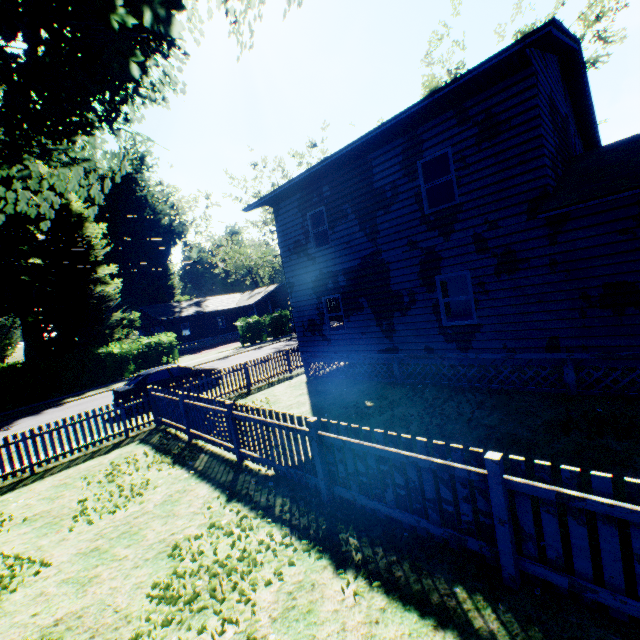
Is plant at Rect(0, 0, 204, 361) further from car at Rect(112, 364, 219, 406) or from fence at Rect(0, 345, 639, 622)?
car at Rect(112, 364, 219, 406)

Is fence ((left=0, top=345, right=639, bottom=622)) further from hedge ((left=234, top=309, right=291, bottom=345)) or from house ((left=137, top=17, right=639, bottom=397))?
hedge ((left=234, top=309, right=291, bottom=345))

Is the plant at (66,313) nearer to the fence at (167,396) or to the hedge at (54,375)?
the fence at (167,396)

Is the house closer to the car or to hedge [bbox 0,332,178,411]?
the car

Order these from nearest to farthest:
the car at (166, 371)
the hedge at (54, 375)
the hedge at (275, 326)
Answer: the car at (166, 371)
the hedge at (54, 375)
the hedge at (275, 326)

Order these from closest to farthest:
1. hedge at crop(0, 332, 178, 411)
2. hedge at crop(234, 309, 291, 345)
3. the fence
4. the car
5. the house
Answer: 1. the fence
2. the house
3. the car
4. hedge at crop(0, 332, 178, 411)
5. hedge at crop(234, 309, 291, 345)

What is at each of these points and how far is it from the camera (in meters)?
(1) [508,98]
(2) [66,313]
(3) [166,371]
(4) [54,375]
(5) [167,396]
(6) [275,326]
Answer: (1) house, 7.91
(2) plant, 26.03
(3) car, 15.12
(4) hedge, 22.38
(5) fence, 10.53
(6) hedge, 36.03

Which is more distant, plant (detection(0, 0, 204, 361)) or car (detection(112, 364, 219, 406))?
car (detection(112, 364, 219, 406))
